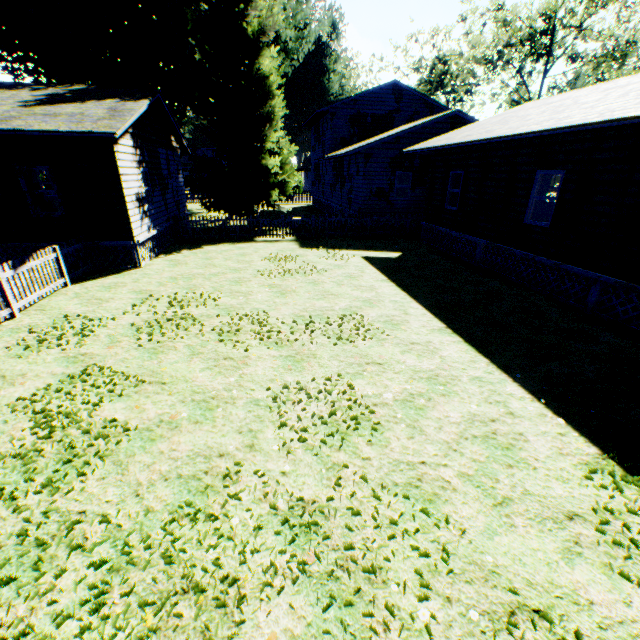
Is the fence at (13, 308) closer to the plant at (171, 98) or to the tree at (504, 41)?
the plant at (171, 98)

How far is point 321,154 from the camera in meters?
30.6

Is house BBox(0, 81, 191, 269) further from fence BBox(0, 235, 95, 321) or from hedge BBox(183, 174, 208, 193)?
hedge BBox(183, 174, 208, 193)

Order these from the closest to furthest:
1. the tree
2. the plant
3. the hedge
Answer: the plant, the tree, the hedge

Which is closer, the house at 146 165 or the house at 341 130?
the house at 146 165

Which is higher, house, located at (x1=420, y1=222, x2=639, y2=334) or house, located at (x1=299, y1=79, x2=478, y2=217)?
house, located at (x1=299, y1=79, x2=478, y2=217)

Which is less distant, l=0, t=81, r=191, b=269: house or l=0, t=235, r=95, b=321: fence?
l=0, t=235, r=95, b=321: fence

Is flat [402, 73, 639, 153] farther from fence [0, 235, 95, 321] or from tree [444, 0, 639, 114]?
tree [444, 0, 639, 114]
